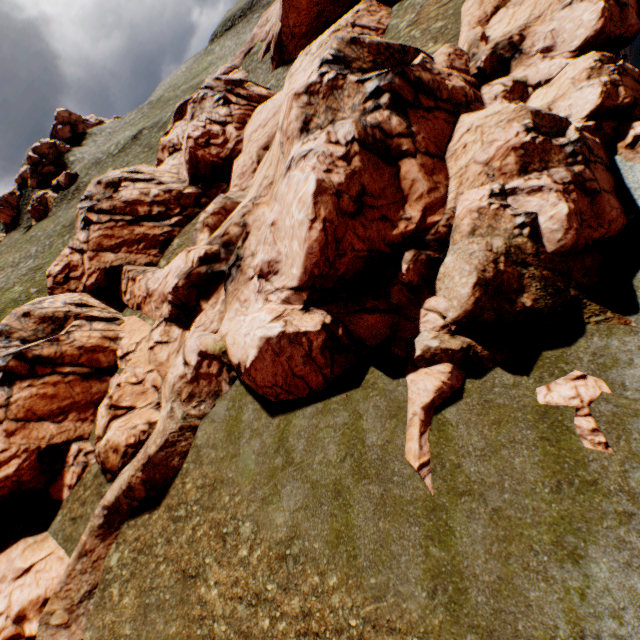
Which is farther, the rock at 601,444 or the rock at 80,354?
the rock at 80,354

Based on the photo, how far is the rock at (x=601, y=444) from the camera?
8.5 meters

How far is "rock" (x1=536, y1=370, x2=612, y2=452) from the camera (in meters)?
8.52

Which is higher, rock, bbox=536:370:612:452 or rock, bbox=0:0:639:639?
rock, bbox=0:0:639:639

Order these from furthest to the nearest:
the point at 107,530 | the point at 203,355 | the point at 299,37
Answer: the point at 299,37 → the point at 203,355 → the point at 107,530

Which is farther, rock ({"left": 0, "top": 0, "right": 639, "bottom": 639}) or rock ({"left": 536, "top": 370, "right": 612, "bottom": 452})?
rock ({"left": 0, "top": 0, "right": 639, "bottom": 639})
